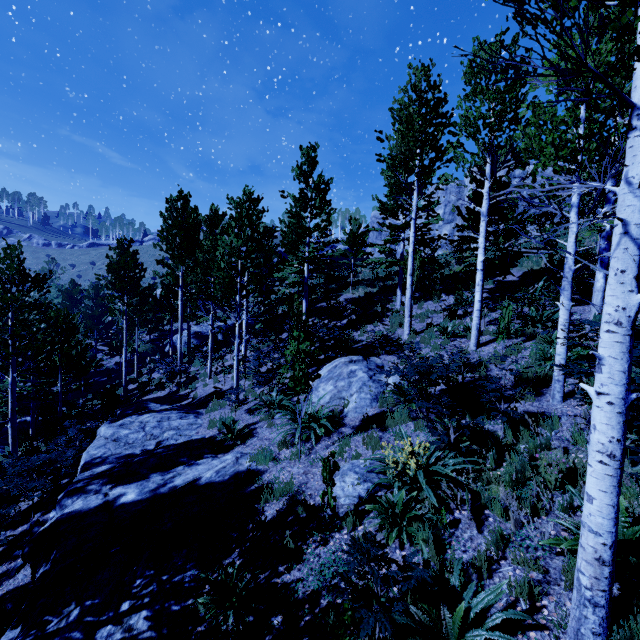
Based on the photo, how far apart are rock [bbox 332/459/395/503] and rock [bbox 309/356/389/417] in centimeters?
216cm

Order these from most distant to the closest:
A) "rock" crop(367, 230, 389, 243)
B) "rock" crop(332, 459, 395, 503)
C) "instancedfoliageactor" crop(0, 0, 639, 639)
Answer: "rock" crop(367, 230, 389, 243)
"rock" crop(332, 459, 395, 503)
"instancedfoliageactor" crop(0, 0, 639, 639)

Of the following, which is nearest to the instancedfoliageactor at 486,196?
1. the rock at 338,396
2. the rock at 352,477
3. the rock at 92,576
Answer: the rock at 92,576

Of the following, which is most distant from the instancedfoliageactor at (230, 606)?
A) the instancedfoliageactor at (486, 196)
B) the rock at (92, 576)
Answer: the instancedfoliageactor at (486, 196)

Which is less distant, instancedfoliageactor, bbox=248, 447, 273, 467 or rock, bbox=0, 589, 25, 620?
rock, bbox=0, 589, 25, 620

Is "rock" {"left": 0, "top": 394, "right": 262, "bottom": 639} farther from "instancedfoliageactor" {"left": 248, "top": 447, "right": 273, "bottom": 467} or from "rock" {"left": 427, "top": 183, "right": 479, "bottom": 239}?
"rock" {"left": 427, "top": 183, "right": 479, "bottom": 239}

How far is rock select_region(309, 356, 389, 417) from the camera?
8.6 meters

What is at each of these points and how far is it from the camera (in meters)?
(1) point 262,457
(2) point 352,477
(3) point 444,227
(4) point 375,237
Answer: (1) instancedfoliageactor, 7.50
(2) rock, 5.73
(3) rock, 28.95
(4) rock, 42.66
